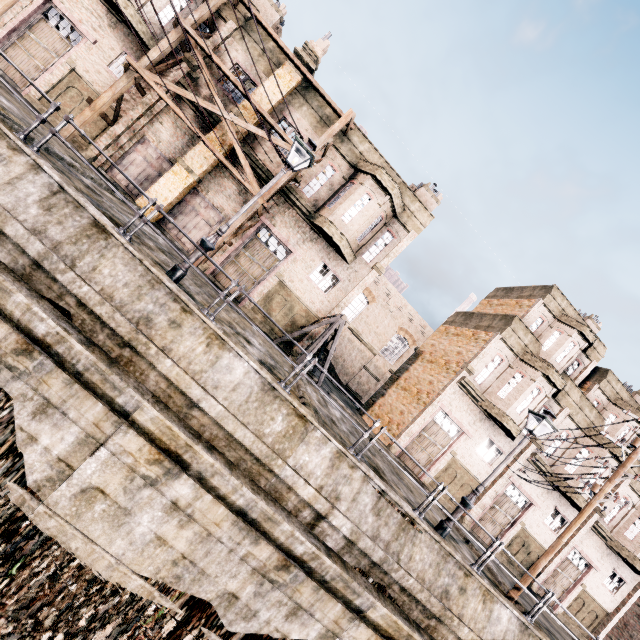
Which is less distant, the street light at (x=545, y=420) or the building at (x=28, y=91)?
the street light at (x=545, y=420)

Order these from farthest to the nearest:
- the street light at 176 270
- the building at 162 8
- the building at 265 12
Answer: the building at 265 12, the building at 162 8, the street light at 176 270

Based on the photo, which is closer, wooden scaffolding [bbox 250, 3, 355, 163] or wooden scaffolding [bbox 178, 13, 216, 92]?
wooden scaffolding [bbox 178, 13, 216, 92]

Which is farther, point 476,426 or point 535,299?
point 535,299

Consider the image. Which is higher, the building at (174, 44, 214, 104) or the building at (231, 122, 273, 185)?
the building at (174, 44, 214, 104)

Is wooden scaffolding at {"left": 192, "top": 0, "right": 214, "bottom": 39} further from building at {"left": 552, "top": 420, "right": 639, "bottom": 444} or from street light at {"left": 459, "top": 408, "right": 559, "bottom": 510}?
building at {"left": 552, "top": 420, "right": 639, "bottom": 444}

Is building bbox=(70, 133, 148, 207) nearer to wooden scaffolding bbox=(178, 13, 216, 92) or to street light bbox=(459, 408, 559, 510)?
wooden scaffolding bbox=(178, 13, 216, 92)

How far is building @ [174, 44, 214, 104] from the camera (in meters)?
17.30
